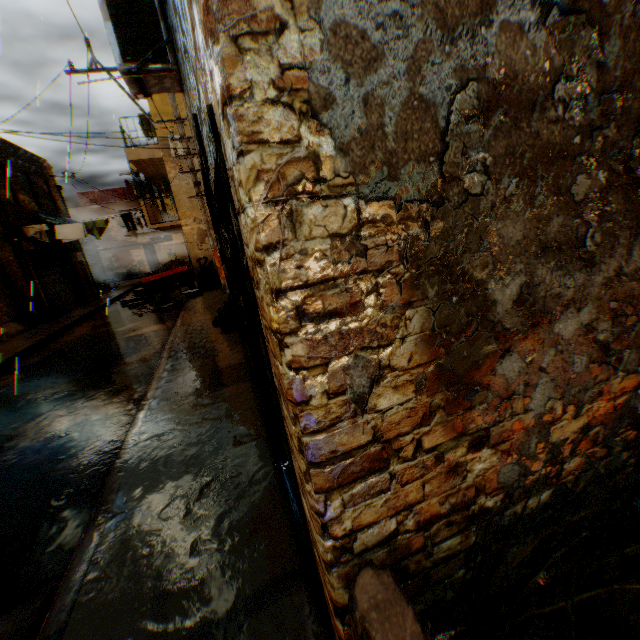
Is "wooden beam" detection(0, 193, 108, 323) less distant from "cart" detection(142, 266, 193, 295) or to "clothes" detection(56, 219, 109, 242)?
"clothes" detection(56, 219, 109, 242)

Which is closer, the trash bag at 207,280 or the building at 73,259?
the building at 73,259

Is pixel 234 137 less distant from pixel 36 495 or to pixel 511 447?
pixel 511 447

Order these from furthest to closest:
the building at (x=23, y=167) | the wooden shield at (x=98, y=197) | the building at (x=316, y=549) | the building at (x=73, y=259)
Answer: the wooden shield at (x=98, y=197)
the building at (x=73, y=259)
the building at (x=23, y=167)
the building at (x=316, y=549)

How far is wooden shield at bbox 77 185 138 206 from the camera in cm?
2966

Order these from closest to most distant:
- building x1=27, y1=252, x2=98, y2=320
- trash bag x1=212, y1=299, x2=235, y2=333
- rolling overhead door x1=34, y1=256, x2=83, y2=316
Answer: trash bag x1=212, y1=299, x2=235, y2=333 → building x1=27, y1=252, x2=98, y2=320 → rolling overhead door x1=34, y1=256, x2=83, y2=316

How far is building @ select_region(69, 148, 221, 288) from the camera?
15.12m

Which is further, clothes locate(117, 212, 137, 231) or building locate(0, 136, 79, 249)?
clothes locate(117, 212, 137, 231)
